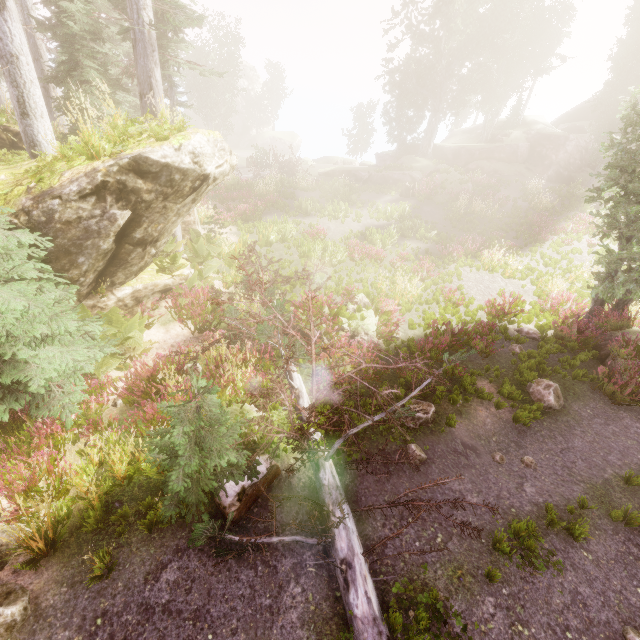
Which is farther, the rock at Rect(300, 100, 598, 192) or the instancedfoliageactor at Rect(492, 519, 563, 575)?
the rock at Rect(300, 100, 598, 192)

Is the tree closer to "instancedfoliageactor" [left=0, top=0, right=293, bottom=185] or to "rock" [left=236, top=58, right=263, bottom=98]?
"instancedfoliageactor" [left=0, top=0, right=293, bottom=185]

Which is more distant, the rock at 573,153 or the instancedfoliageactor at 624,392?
the rock at 573,153

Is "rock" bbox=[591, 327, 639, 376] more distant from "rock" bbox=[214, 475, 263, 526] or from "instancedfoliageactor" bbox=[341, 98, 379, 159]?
"rock" bbox=[214, 475, 263, 526]

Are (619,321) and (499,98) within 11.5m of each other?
no

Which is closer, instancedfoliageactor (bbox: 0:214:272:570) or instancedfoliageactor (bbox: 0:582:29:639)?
instancedfoliageactor (bbox: 0:582:29:639)

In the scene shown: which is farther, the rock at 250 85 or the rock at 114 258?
the rock at 250 85

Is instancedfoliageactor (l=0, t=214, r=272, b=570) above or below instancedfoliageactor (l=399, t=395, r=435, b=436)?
above
